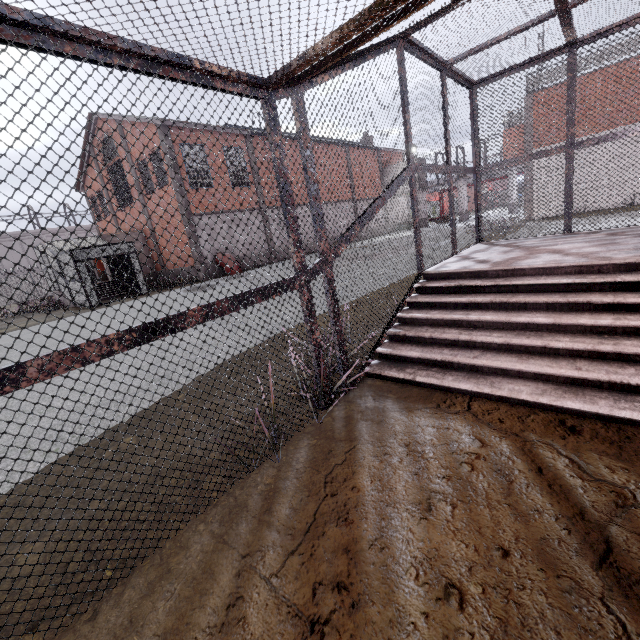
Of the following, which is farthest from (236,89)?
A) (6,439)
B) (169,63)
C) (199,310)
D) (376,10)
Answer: (6,439)

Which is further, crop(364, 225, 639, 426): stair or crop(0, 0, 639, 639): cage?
crop(364, 225, 639, 426): stair

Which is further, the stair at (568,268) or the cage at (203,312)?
the stair at (568,268)

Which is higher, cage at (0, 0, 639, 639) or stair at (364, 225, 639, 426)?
cage at (0, 0, 639, 639)

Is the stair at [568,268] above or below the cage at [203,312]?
below
